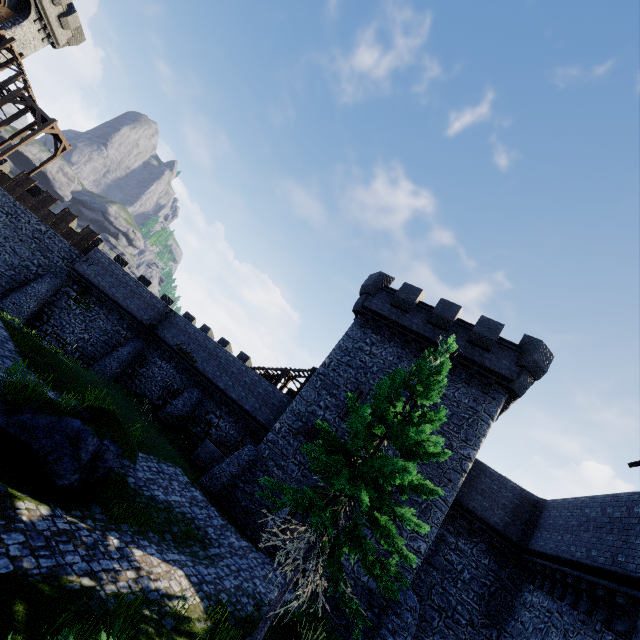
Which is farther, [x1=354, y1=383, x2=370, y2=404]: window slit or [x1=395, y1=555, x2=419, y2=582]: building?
[x1=354, y1=383, x2=370, y2=404]: window slit

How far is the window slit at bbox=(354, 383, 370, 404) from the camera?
18.7 meters

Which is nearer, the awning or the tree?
the tree

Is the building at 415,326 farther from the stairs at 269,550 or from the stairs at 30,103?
the stairs at 30,103

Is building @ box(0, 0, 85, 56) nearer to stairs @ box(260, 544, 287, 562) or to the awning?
the awning

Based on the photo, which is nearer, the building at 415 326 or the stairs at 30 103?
the building at 415 326

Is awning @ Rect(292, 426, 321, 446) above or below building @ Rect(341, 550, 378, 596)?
above

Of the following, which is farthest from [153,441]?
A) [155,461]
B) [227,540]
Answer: [227,540]
